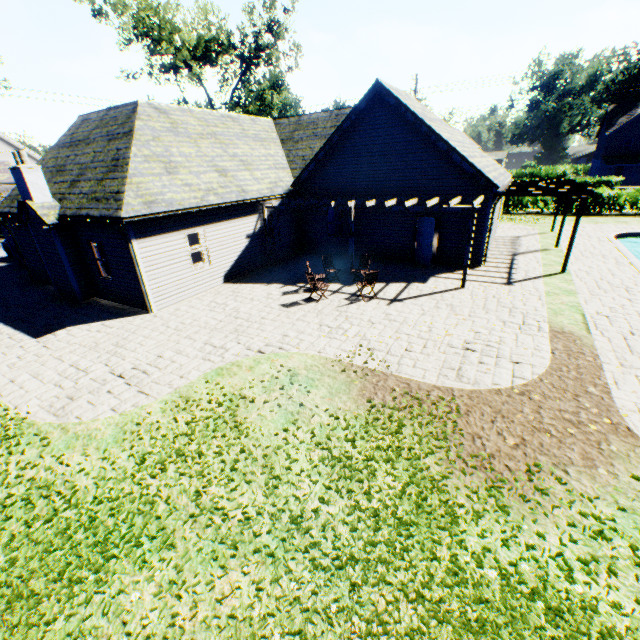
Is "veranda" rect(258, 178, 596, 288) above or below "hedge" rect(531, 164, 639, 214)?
above

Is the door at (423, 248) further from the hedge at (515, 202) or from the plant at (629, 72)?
the plant at (629, 72)

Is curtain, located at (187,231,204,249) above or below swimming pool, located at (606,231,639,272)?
above

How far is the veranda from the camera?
12.0 meters

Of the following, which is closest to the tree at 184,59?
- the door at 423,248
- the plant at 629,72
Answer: the door at 423,248

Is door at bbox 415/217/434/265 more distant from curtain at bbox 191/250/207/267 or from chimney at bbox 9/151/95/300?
chimney at bbox 9/151/95/300

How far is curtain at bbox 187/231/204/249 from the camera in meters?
13.2 m

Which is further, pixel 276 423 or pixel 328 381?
pixel 328 381
